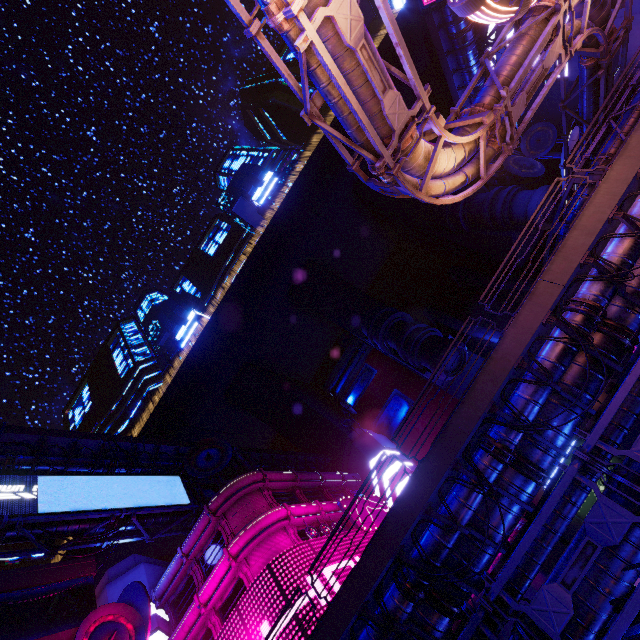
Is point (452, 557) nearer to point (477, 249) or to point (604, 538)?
point (604, 538)

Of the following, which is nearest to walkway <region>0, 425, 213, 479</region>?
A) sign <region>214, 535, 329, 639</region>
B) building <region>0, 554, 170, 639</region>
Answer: building <region>0, 554, 170, 639</region>

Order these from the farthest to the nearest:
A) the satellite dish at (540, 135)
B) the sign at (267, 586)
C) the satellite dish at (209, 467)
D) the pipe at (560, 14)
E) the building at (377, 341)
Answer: the building at (377, 341) → the satellite dish at (540, 135) → the satellite dish at (209, 467) → the sign at (267, 586) → the pipe at (560, 14)

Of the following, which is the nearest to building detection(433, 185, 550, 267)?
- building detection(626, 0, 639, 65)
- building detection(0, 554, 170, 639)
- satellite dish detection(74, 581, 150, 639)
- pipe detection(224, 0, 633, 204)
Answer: pipe detection(224, 0, 633, 204)

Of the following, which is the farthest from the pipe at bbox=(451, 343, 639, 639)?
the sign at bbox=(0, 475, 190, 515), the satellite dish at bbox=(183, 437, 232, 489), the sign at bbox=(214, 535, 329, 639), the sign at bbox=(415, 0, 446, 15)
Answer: the sign at bbox=(415, 0, 446, 15)

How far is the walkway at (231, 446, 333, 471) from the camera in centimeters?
4677cm

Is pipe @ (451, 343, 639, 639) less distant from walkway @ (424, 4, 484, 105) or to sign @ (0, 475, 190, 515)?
sign @ (0, 475, 190, 515)

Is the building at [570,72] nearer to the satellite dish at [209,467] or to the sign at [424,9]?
the sign at [424,9]
